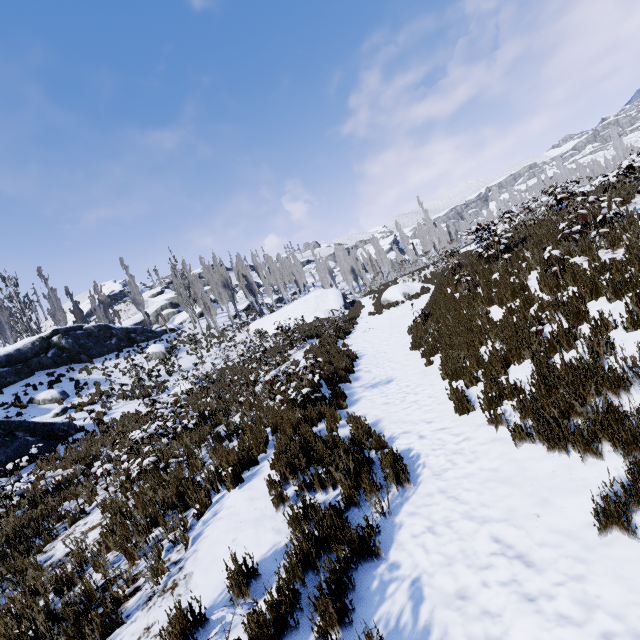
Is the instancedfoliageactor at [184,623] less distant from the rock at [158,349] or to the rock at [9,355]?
the rock at [9,355]

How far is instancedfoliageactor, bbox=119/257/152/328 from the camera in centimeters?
4031cm

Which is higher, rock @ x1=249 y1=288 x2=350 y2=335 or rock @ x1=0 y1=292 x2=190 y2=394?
rock @ x1=0 y1=292 x2=190 y2=394

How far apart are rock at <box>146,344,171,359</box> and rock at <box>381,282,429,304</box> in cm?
1840

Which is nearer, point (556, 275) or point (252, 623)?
point (252, 623)

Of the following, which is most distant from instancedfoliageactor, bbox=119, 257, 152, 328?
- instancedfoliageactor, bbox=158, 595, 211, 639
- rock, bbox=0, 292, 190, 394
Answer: Result: instancedfoliageactor, bbox=158, 595, 211, 639

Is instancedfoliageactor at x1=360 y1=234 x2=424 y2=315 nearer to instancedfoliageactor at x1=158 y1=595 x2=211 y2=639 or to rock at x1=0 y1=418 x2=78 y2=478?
rock at x1=0 y1=418 x2=78 y2=478

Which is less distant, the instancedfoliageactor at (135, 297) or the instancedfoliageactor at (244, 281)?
the instancedfoliageactor at (135, 297)
